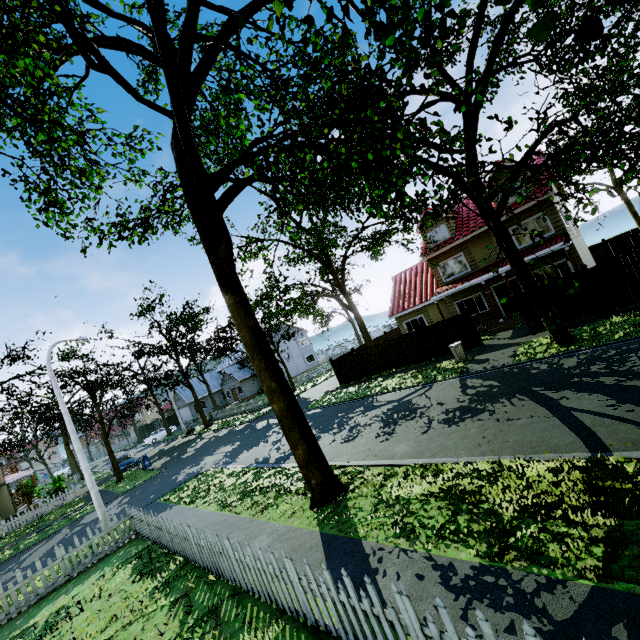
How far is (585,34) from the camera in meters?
1.4

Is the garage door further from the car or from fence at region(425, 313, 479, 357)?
the car

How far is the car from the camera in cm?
2814

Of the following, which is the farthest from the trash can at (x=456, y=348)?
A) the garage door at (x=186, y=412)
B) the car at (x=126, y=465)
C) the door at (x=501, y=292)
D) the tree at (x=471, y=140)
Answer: the garage door at (x=186, y=412)

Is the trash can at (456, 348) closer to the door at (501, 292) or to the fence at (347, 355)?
the fence at (347, 355)

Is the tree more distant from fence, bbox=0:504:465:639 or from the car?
the car

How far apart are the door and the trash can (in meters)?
6.88

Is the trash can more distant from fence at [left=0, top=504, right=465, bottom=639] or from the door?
the door
